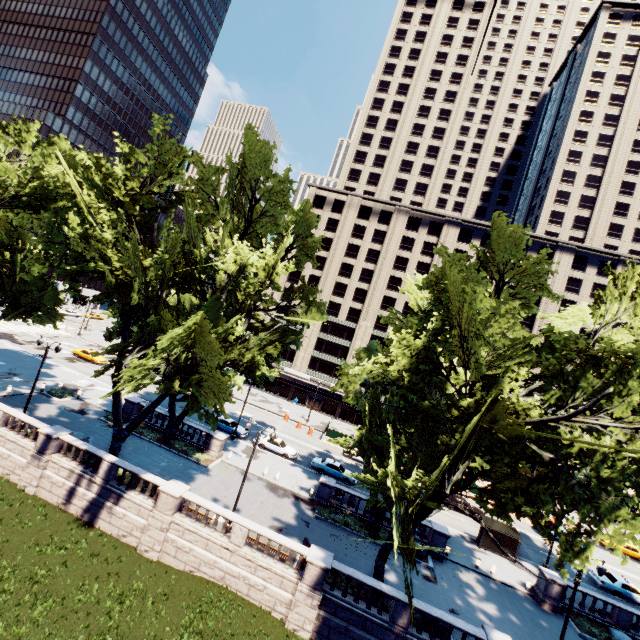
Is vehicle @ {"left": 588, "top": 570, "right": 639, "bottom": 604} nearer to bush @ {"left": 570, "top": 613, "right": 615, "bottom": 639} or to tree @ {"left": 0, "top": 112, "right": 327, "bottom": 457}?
tree @ {"left": 0, "top": 112, "right": 327, "bottom": 457}

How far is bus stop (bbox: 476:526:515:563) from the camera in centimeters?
2955cm

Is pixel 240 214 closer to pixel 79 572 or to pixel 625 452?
pixel 79 572

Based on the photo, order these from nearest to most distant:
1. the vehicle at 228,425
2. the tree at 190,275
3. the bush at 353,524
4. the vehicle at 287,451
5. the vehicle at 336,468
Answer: the tree at 190,275, the bush at 353,524, the vehicle at 336,468, the vehicle at 287,451, the vehicle at 228,425

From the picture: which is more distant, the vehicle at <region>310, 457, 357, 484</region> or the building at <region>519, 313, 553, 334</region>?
the building at <region>519, 313, 553, 334</region>

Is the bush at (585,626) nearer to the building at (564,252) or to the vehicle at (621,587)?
the vehicle at (621,587)

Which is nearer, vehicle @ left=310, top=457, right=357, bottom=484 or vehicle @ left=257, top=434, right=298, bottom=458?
vehicle @ left=310, top=457, right=357, bottom=484

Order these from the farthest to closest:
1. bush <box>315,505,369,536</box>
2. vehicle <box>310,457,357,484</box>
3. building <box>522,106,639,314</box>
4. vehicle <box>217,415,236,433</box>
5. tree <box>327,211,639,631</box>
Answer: building <box>522,106,639,314</box>
vehicle <box>217,415,236,433</box>
vehicle <box>310,457,357,484</box>
bush <box>315,505,369,536</box>
tree <box>327,211,639,631</box>
